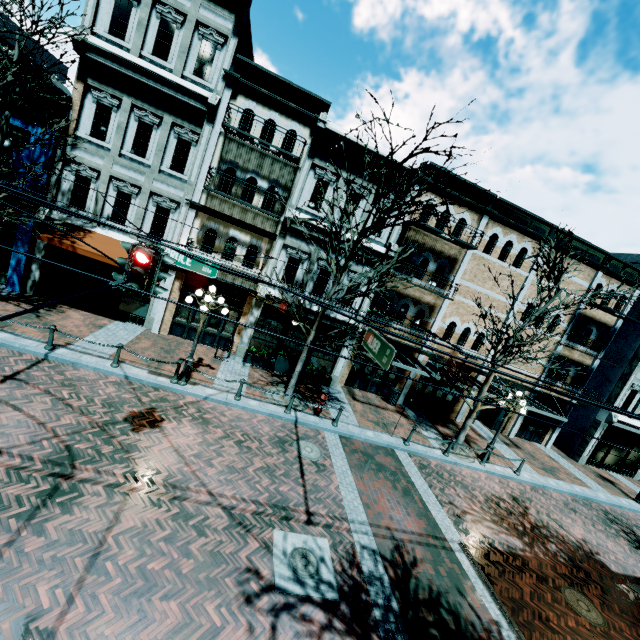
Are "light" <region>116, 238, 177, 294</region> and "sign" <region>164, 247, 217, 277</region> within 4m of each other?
yes

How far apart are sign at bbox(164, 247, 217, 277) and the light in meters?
2.1 m

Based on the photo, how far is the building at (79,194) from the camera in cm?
1285

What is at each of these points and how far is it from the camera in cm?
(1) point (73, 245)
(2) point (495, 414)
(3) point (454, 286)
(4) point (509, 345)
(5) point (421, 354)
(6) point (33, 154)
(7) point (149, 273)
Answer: (1) awning, 1222
(2) building, 1988
(3) building, 1548
(4) tree, 1212
(5) building, 1747
(6) building, 1252
(7) light, 599

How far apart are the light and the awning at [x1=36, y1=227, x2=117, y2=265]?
7.8 meters

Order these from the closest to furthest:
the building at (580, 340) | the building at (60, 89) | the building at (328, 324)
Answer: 1. the building at (60, 89)
2. the building at (328, 324)
3. the building at (580, 340)

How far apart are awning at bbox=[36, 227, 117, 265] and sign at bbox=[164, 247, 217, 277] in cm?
563

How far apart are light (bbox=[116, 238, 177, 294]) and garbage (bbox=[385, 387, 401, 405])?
13.7m
